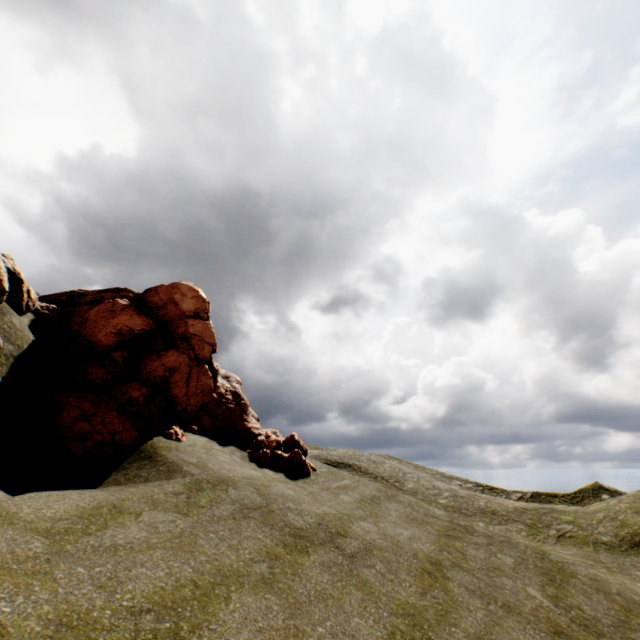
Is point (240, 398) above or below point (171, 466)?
above
